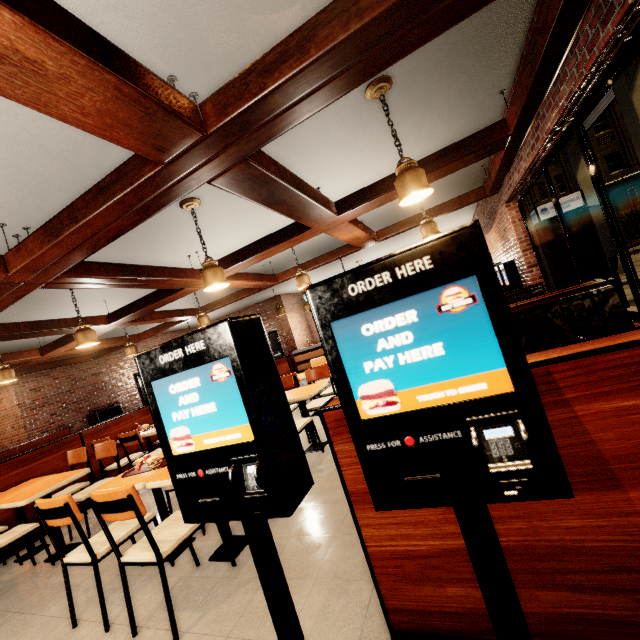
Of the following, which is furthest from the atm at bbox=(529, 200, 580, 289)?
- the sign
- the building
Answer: the sign

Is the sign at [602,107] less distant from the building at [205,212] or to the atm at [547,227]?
the building at [205,212]

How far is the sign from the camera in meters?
10.4 m

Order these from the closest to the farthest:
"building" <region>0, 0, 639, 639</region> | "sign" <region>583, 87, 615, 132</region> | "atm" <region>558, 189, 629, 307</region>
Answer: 1. "building" <region>0, 0, 639, 639</region>
2. "atm" <region>558, 189, 629, 307</region>
3. "sign" <region>583, 87, 615, 132</region>

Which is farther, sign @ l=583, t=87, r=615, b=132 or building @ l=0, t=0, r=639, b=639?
sign @ l=583, t=87, r=615, b=132

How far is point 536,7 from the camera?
2.6 meters

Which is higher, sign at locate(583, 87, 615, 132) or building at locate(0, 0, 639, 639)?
sign at locate(583, 87, 615, 132)

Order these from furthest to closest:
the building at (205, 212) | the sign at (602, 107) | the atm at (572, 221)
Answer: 1. the sign at (602, 107)
2. the atm at (572, 221)
3. the building at (205, 212)
